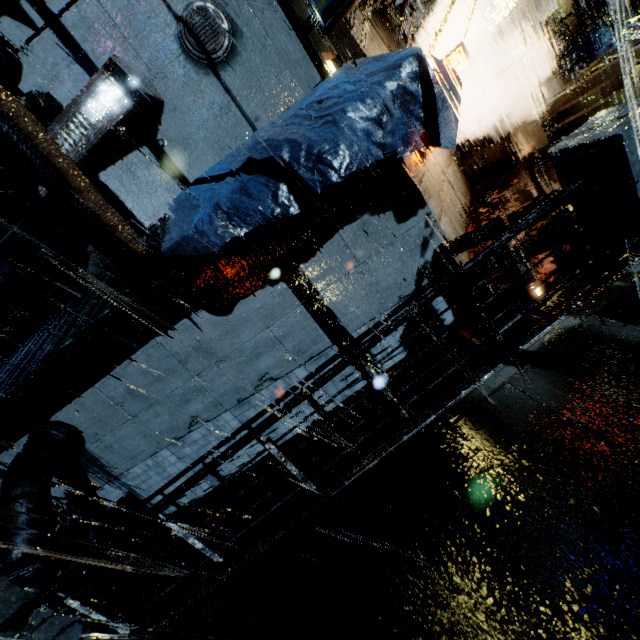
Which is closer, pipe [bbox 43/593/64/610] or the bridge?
the bridge

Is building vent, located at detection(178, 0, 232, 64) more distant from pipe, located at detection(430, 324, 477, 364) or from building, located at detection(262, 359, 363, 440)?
pipe, located at detection(430, 324, 477, 364)

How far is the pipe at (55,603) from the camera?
5.9 meters

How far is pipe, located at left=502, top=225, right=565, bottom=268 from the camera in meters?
6.3 m

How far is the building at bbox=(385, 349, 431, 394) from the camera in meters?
7.1 m

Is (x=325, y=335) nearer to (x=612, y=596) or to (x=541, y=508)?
(x=541, y=508)

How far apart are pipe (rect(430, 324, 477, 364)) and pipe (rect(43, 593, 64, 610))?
8.5m

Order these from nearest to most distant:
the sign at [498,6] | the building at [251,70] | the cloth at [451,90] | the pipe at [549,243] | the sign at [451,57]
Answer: the cloth at [451,90]
the building at [251,70]
the pipe at [549,243]
the sign at [451,57]
the sign at [498,6]
